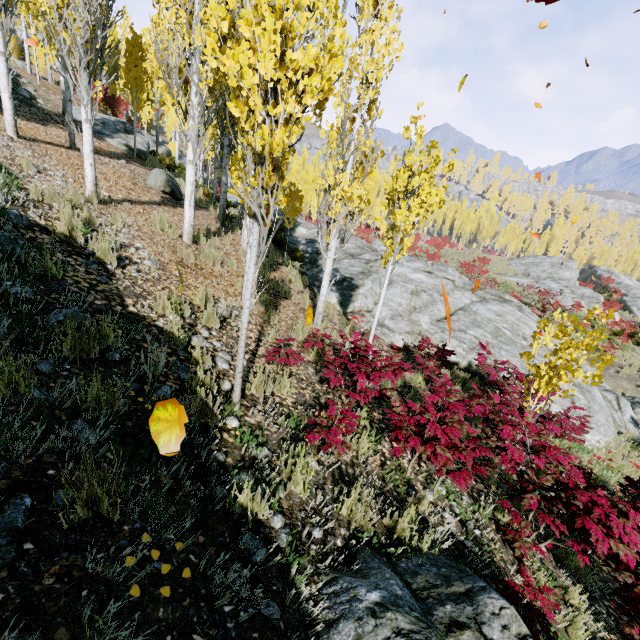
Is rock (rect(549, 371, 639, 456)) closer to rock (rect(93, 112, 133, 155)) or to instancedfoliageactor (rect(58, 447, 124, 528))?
instancedfoliageactor (rect(58, 447, 124, 528))

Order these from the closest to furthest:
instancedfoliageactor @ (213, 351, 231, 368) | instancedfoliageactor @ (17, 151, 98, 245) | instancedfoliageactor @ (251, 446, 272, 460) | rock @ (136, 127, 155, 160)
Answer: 1. instancedfoliageactor @ (251, 446, 272, 460)
2. instancedfoliageactor @ (213, 351, 231, 368)
3. instancedfoliageactor @ (17, 151, 98, 245)
4. rock @ (136, 127, 155, 160)

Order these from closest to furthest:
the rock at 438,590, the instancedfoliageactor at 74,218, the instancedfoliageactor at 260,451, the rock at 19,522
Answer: the rock at 19,522
the rock at 438,590
the instancedfoliageactor at 260,451
the instancedfoliageactor at 74,218

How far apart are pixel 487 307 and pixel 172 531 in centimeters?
1473cm

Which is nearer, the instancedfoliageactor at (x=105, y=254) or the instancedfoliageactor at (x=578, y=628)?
the instancedfoliageactor at (x=578, y=628)

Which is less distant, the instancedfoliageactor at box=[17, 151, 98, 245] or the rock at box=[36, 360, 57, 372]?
the rock at box=[36, 360, 57, 372]

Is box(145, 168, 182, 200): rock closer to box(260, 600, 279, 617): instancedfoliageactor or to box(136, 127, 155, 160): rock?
box(260, 600, 279, 617): instancedfoliageactor

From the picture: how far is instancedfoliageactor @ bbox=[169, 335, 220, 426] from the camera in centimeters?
288cm
